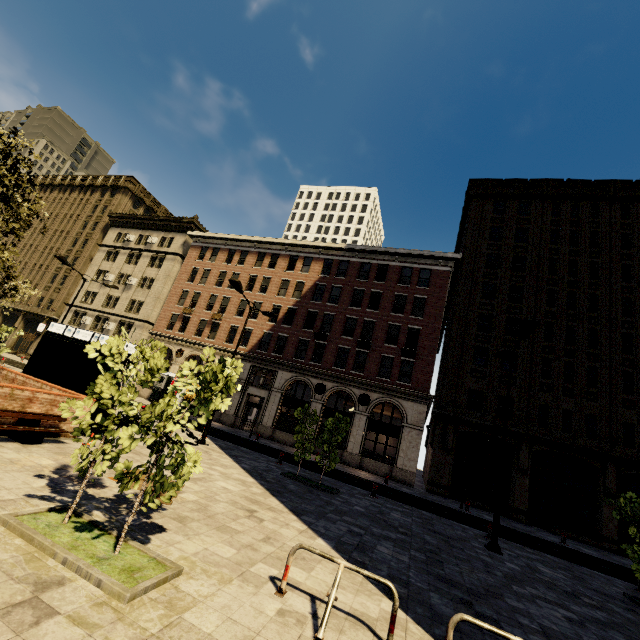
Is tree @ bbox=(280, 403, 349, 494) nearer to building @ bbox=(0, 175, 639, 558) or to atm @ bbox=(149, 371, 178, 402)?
building @ bbox=(0, 175, 639, 558)

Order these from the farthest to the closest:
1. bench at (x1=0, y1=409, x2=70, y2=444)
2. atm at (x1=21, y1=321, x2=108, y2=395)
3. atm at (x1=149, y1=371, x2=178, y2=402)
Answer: atm at (x1=149, y1=371, x2=178, y2=402)
atm at (x1=21, y1=321, x2=108, y2=395)
bench at (x1=0, y1=409, x2=70, y2=444)

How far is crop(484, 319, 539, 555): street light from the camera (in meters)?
11.42

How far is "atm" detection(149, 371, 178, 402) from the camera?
31.4m

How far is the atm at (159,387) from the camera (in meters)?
31.38

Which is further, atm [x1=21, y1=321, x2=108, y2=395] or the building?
the building

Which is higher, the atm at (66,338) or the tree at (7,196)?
the tree at (7,196)

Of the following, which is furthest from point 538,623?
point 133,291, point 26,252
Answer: point 26,252
